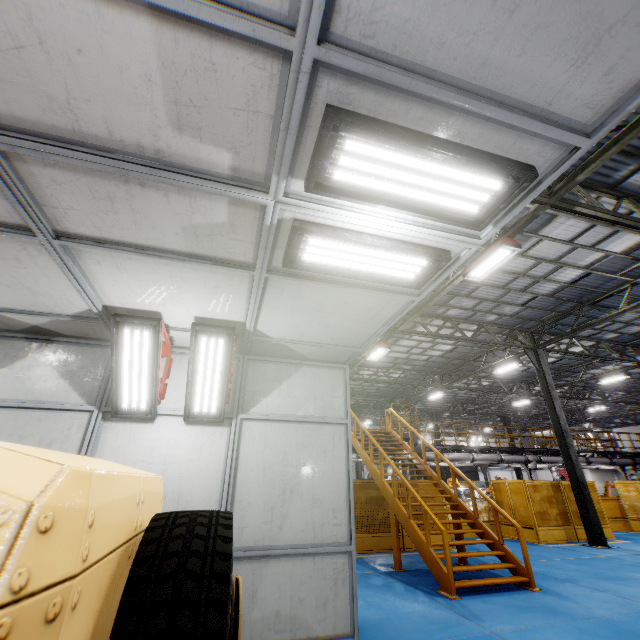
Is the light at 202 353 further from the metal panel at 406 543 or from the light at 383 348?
the light at 383 348

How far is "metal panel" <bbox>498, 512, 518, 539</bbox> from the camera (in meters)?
13.82

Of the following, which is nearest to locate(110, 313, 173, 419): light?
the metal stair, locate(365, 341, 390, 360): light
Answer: the metal stair

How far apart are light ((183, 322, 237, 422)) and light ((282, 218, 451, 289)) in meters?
1.7 m

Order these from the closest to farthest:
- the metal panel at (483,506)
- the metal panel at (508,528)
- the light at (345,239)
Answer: the light at (345,239) < the metal panel at (508,528) < the metal panel at (483,506)

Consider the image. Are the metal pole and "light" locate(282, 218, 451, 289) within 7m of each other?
no

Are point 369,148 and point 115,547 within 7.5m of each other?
yes

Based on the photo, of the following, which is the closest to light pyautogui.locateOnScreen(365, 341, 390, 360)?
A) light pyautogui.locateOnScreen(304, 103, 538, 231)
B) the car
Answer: light pyautogui.locateOnScreen(304, 103, 538, 231)
